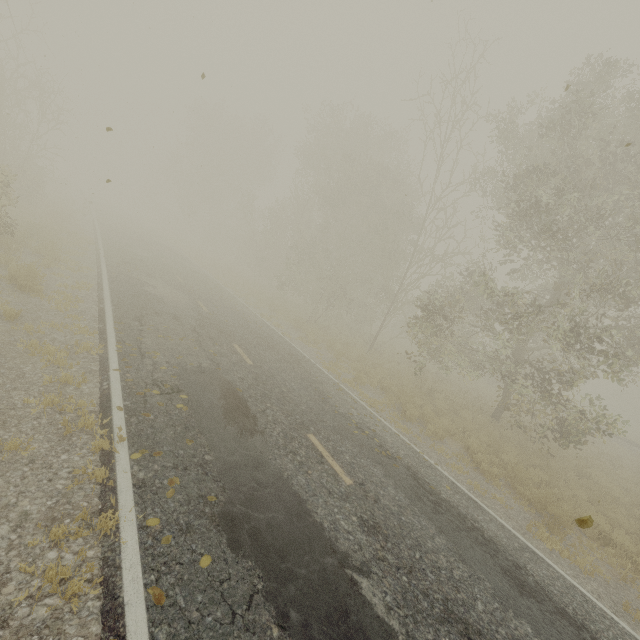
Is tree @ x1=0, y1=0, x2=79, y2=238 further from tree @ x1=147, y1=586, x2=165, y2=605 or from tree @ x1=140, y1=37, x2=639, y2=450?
tree @ x1=147, y1=586, x2=165, y2=605

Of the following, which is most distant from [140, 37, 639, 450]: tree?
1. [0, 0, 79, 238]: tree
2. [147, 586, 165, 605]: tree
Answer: [0, 0, 79, 238]: tree

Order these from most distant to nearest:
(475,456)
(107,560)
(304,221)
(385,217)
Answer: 1. (304,221)
2. (385,217)
3. (475,456)
4. (107,560)

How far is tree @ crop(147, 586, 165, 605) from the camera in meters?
3.1 m

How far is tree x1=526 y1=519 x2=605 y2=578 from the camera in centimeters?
684cm

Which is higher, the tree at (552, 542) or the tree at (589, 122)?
the tree at (589, 122)

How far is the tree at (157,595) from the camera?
3.1m
